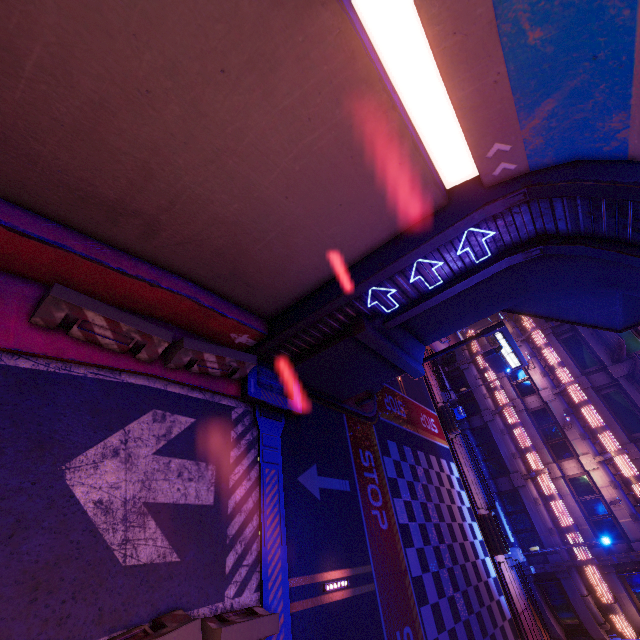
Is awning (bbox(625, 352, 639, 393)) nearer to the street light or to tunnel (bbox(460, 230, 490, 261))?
the street light

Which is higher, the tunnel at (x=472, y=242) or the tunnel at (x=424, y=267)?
the tunnel at (x=472, y=242)

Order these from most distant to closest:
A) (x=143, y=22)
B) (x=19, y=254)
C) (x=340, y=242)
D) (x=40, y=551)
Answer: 1. (x=340, y=242)
2. (x=19, y=254)
3. (x=40, y=551)
4. (x=143, y=22)

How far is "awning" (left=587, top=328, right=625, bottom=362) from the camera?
21.08m

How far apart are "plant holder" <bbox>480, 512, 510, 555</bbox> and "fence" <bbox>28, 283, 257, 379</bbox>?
23.2m

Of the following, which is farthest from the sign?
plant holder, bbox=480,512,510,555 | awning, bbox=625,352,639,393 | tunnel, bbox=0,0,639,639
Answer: plant holder, bbox=480,512,510,555

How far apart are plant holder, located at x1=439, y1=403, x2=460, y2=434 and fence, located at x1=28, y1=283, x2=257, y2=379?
23.09m

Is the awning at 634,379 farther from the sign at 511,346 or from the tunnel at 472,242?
the tunnel at 472,242
